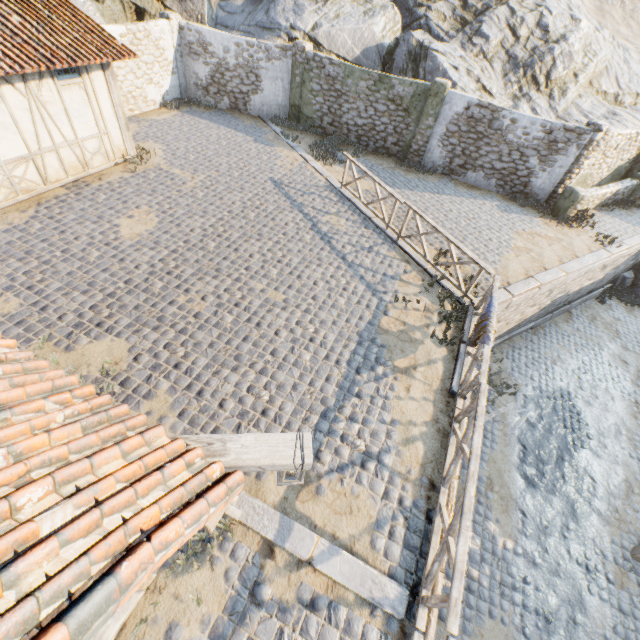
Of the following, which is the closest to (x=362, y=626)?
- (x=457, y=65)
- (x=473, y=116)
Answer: (x=473, y=116)

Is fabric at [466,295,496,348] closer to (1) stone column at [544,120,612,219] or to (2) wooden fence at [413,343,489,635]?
(2) wooden fence at [413,343,489,635]

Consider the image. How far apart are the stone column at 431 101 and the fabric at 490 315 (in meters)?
9.85

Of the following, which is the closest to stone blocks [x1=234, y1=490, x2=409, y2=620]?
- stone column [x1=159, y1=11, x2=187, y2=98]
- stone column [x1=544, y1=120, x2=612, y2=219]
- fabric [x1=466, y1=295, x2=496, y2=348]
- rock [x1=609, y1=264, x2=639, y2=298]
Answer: fabric [x1=466, y1=295, x2=496, y2=348]

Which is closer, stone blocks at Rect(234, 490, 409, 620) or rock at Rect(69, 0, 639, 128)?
stone blocks at Rect(234, 490, 409, 620)

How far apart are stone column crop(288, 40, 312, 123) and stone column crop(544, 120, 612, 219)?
11.38m

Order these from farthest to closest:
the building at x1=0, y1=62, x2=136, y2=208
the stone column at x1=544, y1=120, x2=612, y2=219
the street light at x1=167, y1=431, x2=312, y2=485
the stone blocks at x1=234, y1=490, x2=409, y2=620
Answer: the stone column at x1=544, y1=120, x2=612, y2=219 < the building at x1=0, y1=62, x2=136, y2=208 < the stone blocks at x1=234, y1=490, x2=409, y2=620 < the street light at x1=167, y1=431, x2=312, y2=485

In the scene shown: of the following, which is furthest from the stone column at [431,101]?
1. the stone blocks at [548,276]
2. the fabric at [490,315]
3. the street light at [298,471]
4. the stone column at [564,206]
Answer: the street light at [298,471]
